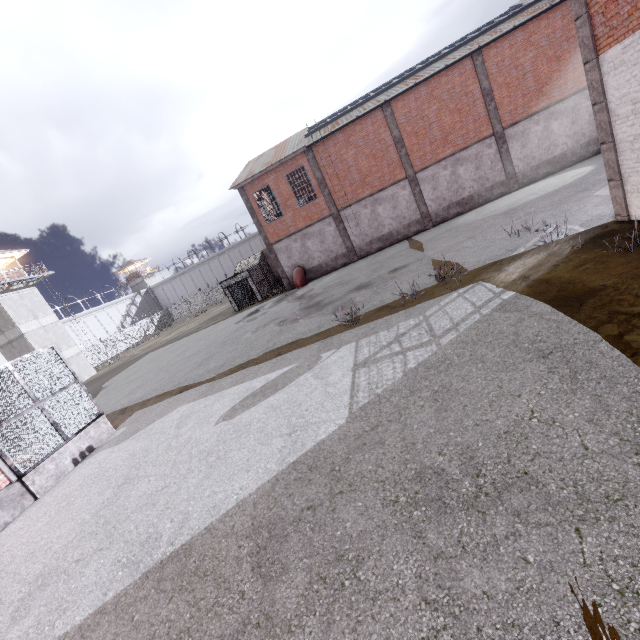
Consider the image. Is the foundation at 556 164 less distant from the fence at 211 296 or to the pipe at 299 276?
the fence at 211 296

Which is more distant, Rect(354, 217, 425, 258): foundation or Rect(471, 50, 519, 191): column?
Rect(354, 217, 425, 258): foundation

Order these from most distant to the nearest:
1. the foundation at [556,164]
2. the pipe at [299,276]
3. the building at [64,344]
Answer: the building at [64,344] < the pipe at [299,276] < the foundation at [556,164]

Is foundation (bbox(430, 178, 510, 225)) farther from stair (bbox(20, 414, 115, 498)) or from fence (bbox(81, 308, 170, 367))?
stair (bbox(20, 414, 115, 498))

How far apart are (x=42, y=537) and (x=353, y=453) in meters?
7.5 m

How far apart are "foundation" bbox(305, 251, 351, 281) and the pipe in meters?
0.1

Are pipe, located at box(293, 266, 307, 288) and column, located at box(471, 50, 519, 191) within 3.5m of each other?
no

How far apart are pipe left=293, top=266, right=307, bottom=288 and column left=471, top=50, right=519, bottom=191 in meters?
15.6 m
